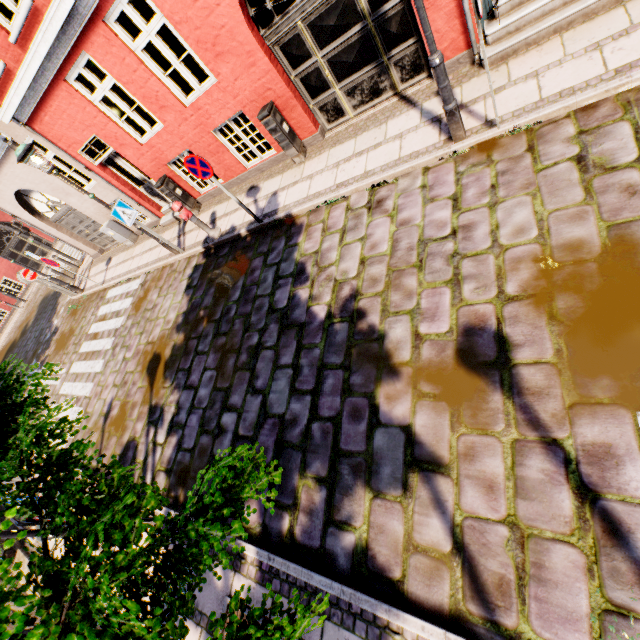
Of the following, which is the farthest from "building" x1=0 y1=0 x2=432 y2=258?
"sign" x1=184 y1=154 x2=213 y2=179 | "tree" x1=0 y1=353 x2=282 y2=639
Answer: "sign" x1=184 y1=154 x2=213 y2=179

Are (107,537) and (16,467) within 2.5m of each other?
→ yes

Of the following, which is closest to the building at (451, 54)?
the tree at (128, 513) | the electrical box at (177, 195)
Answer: the electrical box at (177, 195)

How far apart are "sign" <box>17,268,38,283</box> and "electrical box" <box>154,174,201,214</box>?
7.8 meters

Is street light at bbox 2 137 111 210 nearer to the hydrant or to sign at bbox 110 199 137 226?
sign at bbox 110 199 137 226

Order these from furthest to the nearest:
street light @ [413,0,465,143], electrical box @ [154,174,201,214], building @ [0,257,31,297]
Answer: building @ [0,257,31,297] < electrical box @ [154,174,201,214] < street light @ [413,0,465,143]

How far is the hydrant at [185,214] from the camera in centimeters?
752cm

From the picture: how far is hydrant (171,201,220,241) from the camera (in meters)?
7.52
